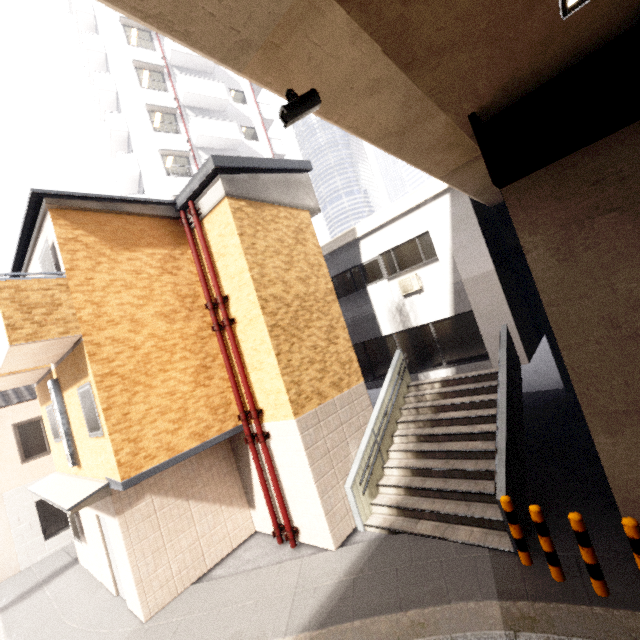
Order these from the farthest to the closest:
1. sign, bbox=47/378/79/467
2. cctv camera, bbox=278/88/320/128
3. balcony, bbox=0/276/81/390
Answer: sign, bbox=47/378/79/467 → balcony, bbox=0/276/81/390 → cctv camera, bbox=278/88/320/128

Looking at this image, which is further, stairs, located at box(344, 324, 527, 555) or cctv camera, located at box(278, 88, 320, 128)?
stairs, located at box(344, 324, 527, 555)

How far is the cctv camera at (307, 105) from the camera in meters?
3.1

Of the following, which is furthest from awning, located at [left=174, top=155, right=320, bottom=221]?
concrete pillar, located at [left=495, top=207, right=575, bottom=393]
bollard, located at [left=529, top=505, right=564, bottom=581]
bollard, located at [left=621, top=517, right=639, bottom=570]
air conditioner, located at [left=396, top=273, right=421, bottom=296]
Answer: bollard, located at [left=621, top=517, right=639, bottom=570]

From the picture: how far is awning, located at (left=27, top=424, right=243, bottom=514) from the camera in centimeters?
646cm

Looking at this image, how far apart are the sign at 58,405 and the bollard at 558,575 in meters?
10.0 m

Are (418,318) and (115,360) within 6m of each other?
no

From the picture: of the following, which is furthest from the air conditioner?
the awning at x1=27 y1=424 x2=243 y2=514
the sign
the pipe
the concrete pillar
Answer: the sign
